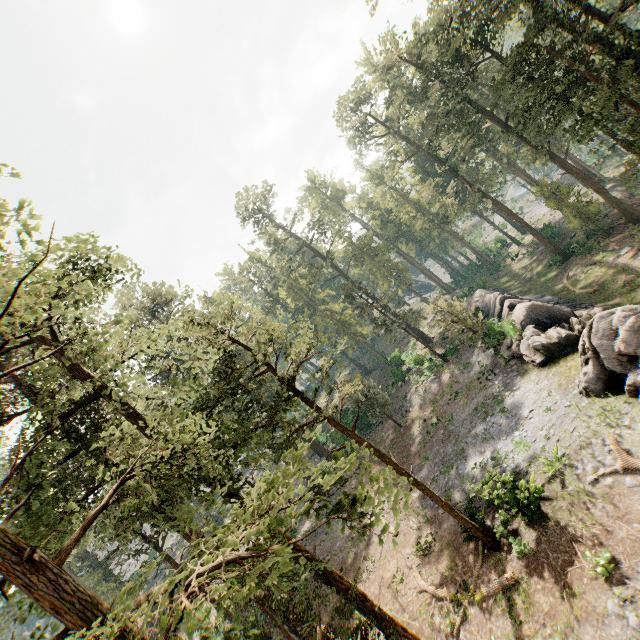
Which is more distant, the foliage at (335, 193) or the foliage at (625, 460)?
the foliage at (335, 193)

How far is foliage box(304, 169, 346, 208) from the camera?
57.3 meters

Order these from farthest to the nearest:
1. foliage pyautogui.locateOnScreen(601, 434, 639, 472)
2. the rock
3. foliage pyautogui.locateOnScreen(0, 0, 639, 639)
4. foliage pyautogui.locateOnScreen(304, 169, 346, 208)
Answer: foliage pyautogui.locateOnScreen(304, 169, 346, 208)
the rock
foliage pyautogui.locateOnScreen(601, 434, 639, 472)
foliage pyautogui.locateOnScreen(0, 0, 639, 639)

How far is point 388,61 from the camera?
46.2m

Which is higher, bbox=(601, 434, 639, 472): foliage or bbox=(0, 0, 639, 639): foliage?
bbox=(0, 0, 639, 639): foliage

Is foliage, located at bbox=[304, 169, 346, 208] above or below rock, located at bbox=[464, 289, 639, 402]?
above

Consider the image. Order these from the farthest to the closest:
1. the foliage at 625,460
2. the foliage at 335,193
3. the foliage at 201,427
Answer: the foliage at 335,193
the foliage at 625,460
the foliage at 201,427
